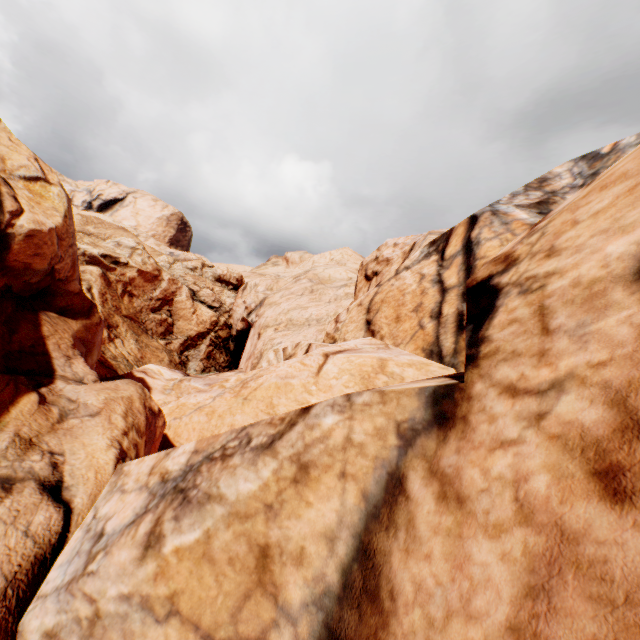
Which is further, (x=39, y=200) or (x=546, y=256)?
(x=39, y=200)
